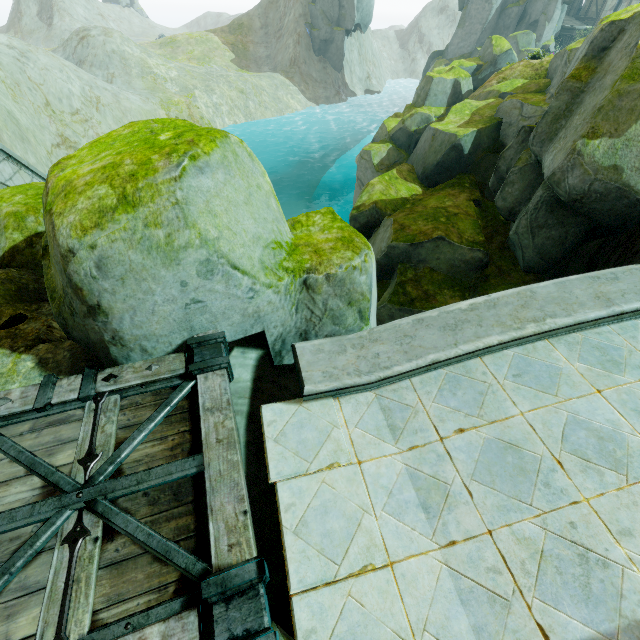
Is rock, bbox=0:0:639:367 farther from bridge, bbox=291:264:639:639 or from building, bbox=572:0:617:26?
building, bbox=572:0:617:26

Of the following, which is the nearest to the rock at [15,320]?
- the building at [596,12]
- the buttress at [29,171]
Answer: the buttress at [29,171]

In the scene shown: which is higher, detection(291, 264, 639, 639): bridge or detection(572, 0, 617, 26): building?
detection(572, 0, 617, 26): building

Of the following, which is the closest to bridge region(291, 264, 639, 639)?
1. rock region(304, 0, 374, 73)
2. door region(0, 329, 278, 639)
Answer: rock region(304, 0, 374, 73)

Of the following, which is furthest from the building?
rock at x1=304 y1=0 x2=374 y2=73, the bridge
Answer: the bridge

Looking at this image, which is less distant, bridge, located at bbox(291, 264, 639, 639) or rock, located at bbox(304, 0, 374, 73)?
bridge, located at bbox(291, 264, 639, 639)

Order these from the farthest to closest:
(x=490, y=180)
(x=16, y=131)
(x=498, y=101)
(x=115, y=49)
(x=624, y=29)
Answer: (x=115, y=49) < (x=16, y=131) < (x=498, y=101) < (x=490, y=180) < (x=624, y=29)

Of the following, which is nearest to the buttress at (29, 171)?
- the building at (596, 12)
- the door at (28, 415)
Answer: the door at (28, 415)
